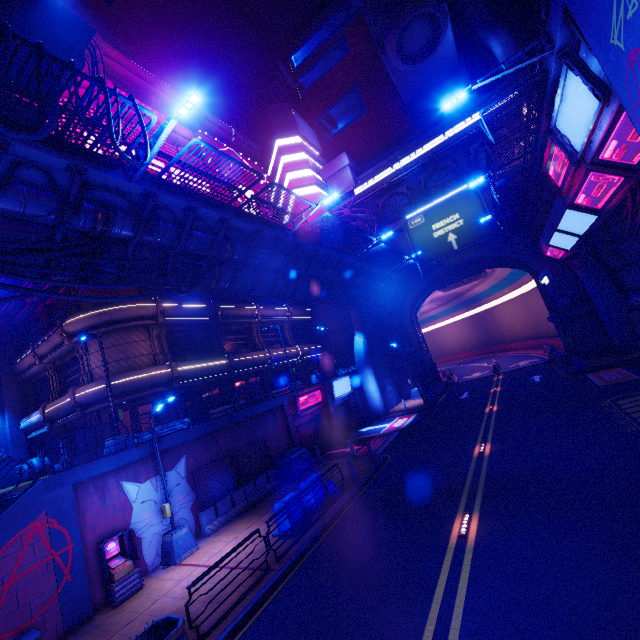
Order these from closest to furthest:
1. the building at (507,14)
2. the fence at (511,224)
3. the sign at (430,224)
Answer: the fence at (511,224) → the sign at (430,224) → the building at (507,14)

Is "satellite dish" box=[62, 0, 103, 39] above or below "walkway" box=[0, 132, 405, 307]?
above

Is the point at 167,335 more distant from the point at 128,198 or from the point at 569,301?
the point at 569,301

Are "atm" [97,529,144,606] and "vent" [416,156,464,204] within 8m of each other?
no

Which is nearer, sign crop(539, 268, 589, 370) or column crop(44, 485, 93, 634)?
column crop(44, 485, 93, 634)

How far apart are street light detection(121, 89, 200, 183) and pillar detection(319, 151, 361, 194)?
34.12m

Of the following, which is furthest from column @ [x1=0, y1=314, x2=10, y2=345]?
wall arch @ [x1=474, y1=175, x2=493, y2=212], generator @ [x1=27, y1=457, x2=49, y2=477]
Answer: wall arch @ [x1=474, y1=175, x2=493, y2=212]

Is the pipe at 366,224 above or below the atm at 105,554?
above
